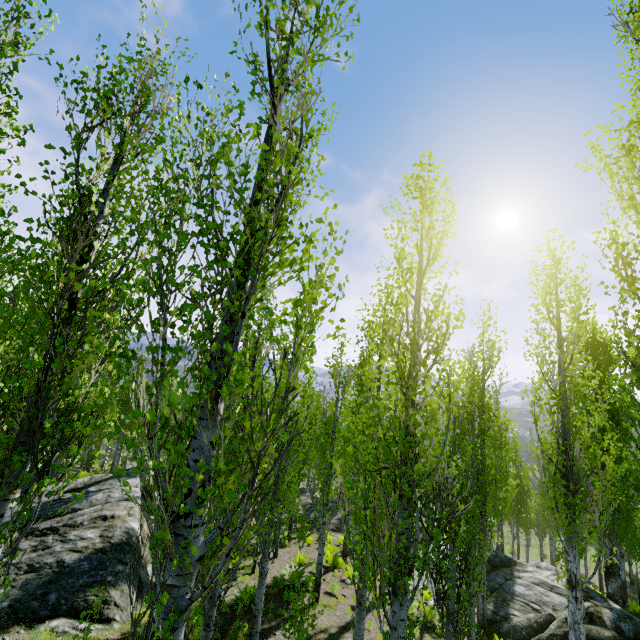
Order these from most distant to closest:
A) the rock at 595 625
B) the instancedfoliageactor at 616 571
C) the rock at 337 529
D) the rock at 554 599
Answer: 1. the rock at 337 529
2. the rock at 554 599
3. the rock at 595 625
4. the instancedfoliageactor at 616 571

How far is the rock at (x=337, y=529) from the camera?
21.83m

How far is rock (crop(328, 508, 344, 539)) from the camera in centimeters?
2183cm

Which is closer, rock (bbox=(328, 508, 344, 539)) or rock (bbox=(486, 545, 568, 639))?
rock (bbox=(486, 545, 568, 639))

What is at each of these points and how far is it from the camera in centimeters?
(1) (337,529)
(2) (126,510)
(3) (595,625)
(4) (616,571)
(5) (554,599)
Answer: (1) rock, 2267cm
(2) rock, 1120cm
(3) rock, 1073cm
(4) instancedfoliageactor, 1644cm
(5) rock, 1402cm

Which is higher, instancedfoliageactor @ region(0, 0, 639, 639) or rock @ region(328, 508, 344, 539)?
instancedfoliageactor @ region(0, 0, 639, 639)

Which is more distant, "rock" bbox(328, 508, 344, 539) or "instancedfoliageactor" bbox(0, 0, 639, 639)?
"rock" bbox(328, 508, 344, 539)

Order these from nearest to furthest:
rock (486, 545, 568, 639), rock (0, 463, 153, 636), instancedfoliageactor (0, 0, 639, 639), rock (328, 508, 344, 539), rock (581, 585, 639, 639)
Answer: instancedfoliageactor (0, 0, 639, 639), rock (0, 463, 153, 636), rock (581, 585, 639, 639), rock (486, 545, 568, 639), rock (328, 508, 344, 539)
